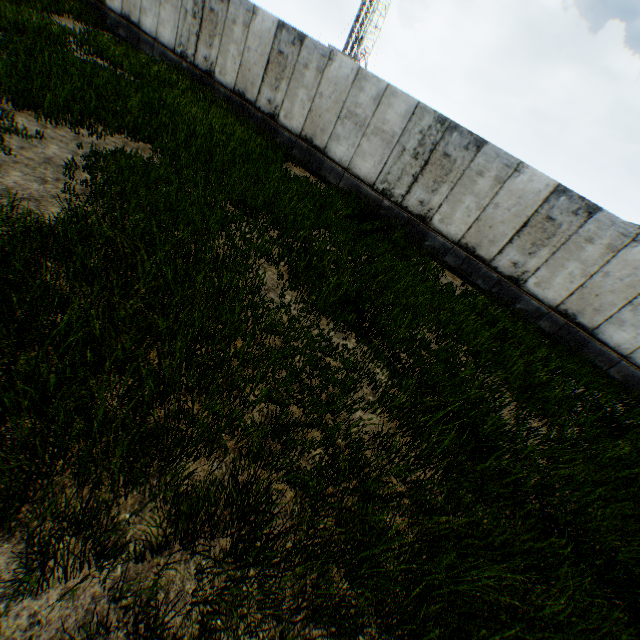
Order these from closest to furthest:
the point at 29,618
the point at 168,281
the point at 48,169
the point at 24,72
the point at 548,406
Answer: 1. the point at 29,618
2. the point at 168,281
3. the point at 48,169
4. the point at 548,406
5. the point at 24,72
